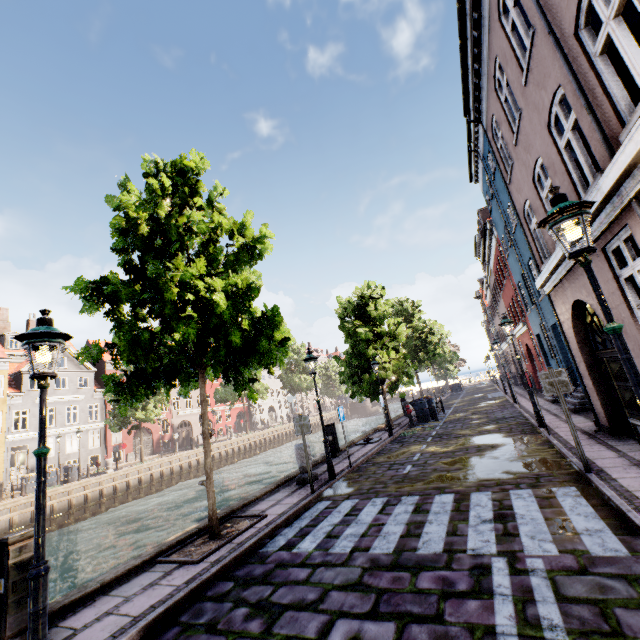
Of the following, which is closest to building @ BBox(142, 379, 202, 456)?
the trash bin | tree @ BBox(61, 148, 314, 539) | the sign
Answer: the sign

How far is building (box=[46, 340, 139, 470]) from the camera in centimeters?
3022cm

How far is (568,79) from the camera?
5.0 meters

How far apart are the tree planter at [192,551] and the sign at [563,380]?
6.4m

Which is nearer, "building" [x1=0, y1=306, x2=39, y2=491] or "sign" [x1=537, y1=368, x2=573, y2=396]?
"sign" [x1=537, y1=368, x2=573, y2=396]

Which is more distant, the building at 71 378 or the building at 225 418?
the building at 225 418

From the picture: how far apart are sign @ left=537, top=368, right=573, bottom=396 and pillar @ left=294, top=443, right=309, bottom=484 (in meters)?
6.26

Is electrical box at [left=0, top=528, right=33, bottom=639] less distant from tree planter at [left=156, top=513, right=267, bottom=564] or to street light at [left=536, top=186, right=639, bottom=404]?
street light at [left=536, top=186, right=639, bottom=404]
